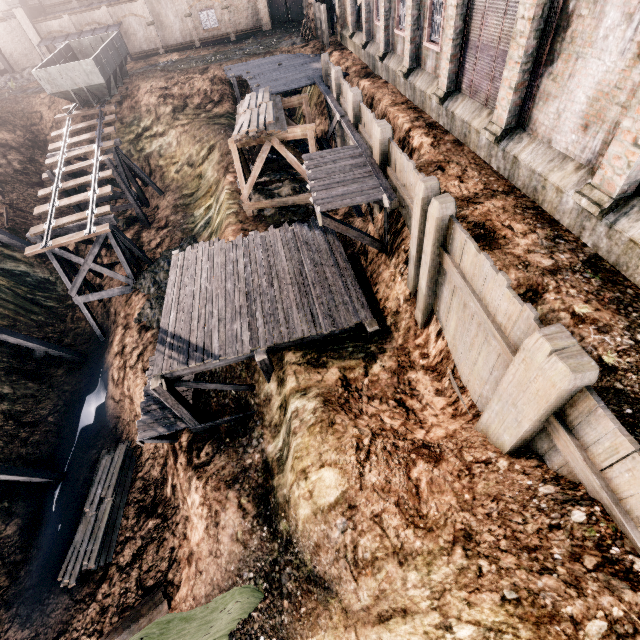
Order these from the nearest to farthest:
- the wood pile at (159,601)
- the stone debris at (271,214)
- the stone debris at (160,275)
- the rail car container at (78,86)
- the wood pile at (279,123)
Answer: the wood pile at (159,601)
the wood pile at (279,123)
the stone debris at (271,214)
the stone debris at (160,275)
the rail car container at (78,86)

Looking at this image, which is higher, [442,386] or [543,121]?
[543,121]

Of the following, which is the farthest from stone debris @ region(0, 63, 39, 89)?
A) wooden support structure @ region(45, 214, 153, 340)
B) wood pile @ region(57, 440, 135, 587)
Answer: wood pile @ region(57, 440, 135, 587)

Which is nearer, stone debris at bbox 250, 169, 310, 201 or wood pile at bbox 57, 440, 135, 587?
wood pile at bbox 57, 440, 135, 587

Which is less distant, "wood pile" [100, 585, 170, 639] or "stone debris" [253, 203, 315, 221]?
"wood pile" [100, 585, 170, 639]

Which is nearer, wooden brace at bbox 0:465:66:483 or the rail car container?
wooden brace at bbox 0:465:66:483

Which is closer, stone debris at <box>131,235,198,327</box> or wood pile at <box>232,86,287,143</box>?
wood pile at <box>232,86,287,143</box>

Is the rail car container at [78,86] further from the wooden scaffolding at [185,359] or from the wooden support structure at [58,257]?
the wooden scaffolding at [185,359]
